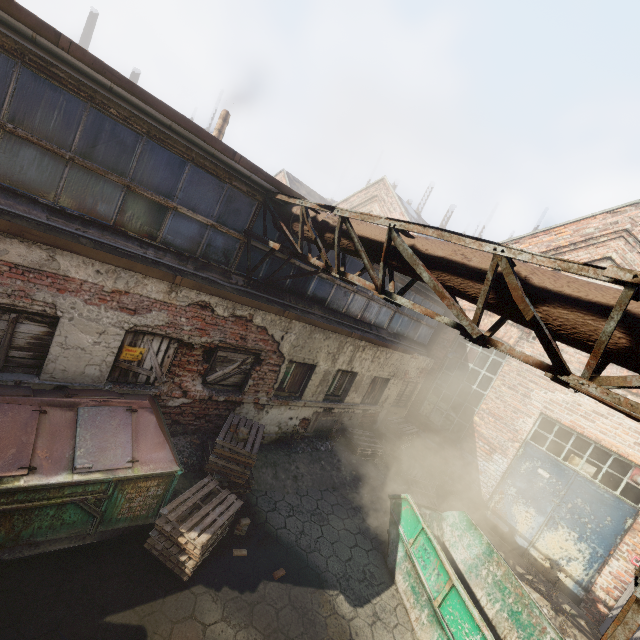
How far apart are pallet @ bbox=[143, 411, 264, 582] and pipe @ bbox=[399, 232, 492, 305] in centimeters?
478cm

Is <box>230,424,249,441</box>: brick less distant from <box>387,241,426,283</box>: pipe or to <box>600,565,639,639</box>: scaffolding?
→ <box>600,565,639,639</box>: scaffolding

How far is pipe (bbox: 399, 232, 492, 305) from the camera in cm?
357

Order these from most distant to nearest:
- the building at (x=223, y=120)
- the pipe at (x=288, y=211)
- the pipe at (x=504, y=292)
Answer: the building at (x=223, y=120)
the pipe at (x=288, y=211)
the pipe at (x=504, y=292)

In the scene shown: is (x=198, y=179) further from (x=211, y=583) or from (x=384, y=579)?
(x=384, y=579)

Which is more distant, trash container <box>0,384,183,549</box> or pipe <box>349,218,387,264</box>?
pipe <box>349,218,387,264</box>

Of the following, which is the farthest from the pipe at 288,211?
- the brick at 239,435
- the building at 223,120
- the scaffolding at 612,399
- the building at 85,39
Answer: the building at 85,39

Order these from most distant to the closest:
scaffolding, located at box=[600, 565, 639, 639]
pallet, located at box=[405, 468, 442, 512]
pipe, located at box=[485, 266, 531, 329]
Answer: pallet, located at box=[405, 468, 442, 512], pipe, located at box=[485, 266, 531, 329], scaffolding, located at box=[600, 565, 639, 639]
